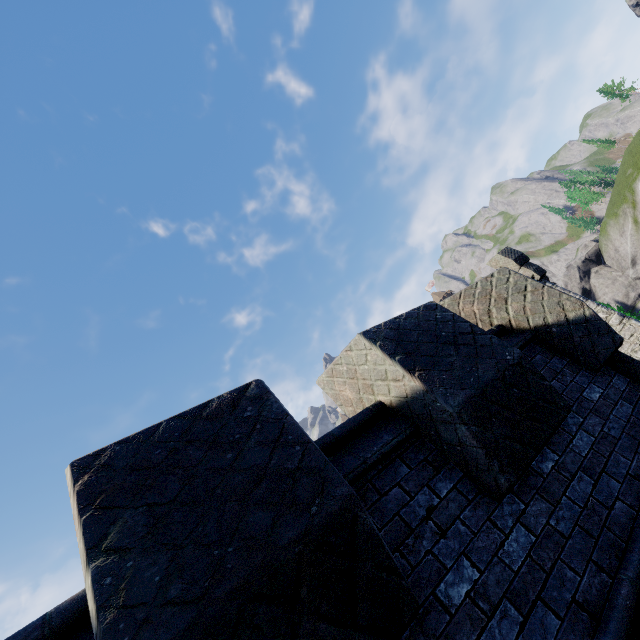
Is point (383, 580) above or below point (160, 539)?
below
